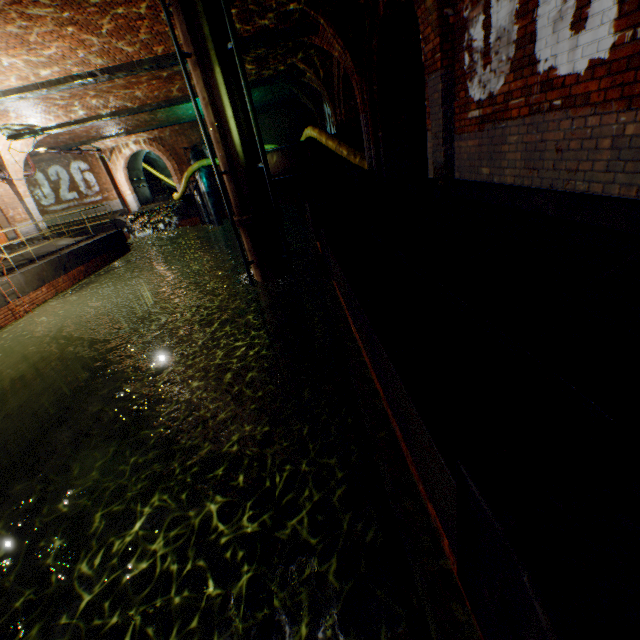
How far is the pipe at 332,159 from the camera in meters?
12.7 m

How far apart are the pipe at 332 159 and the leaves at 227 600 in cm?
1342

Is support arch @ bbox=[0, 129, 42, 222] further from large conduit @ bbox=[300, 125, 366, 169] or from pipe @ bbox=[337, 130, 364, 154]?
pipe @ bbox=[337, 130, 364, 154]

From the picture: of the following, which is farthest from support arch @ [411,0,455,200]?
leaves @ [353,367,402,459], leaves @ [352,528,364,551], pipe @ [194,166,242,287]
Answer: pipe @ [194,166,242,287]

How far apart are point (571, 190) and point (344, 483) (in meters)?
6.35

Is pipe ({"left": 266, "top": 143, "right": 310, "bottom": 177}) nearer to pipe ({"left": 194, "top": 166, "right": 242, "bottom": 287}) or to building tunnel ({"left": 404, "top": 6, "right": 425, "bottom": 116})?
building tunnel ({"left": 404, "top": 6, "right": 425, "bottom": 116})

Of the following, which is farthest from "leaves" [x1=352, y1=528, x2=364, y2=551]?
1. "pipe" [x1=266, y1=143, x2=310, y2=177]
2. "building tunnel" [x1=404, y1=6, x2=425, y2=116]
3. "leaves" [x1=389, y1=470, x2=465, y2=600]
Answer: "pipe" [x1=266, y1=143, x2=310, y2=177]

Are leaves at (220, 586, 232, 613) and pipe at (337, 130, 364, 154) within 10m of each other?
no
